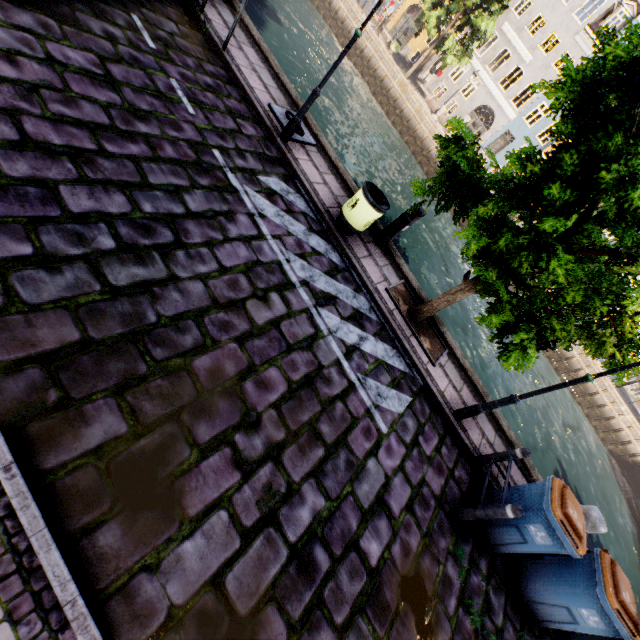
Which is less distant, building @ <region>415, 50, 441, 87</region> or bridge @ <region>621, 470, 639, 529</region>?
bridge @ <region>621, 470, 639, 529</region>

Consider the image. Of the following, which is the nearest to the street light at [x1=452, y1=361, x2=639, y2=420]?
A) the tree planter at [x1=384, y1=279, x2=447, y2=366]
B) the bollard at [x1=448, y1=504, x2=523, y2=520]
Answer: the tree planter at [x1=384, y1=279, x2=447, y2=366]

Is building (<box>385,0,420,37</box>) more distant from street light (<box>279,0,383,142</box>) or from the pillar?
the pillar

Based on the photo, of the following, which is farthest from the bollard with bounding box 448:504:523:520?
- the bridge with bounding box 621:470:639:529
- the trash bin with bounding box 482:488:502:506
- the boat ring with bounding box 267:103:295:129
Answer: the bridge with bounding box 621:470:639:529

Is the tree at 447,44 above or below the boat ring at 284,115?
above

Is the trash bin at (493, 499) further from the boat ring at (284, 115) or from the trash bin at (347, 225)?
the boat ring at (284, 115)

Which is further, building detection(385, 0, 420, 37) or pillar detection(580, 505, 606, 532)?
building detection(385, 0, 420, 37)

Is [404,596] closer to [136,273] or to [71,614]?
[71,614]
